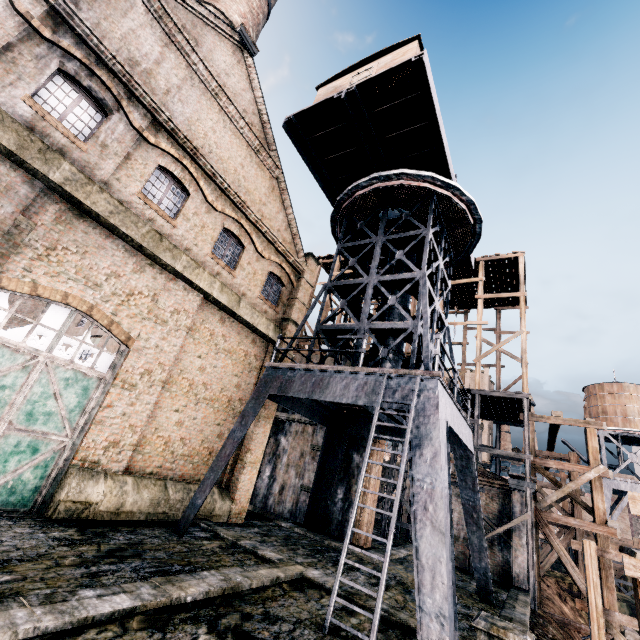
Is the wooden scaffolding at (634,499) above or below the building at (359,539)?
above

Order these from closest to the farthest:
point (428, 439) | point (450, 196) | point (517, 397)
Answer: point (428, 439), point (450, 196), point (517, 397)

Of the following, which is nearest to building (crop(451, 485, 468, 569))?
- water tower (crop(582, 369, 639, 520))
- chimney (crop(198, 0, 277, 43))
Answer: chimney (crop(198, 0, 277, 43))

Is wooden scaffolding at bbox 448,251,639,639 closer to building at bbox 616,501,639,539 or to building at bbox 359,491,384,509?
building at bbox 359,491,384,509

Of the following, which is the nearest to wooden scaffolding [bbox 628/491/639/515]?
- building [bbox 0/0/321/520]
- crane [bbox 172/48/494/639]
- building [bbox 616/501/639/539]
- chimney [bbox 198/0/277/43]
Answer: crane [bbox 172/48/494/639]

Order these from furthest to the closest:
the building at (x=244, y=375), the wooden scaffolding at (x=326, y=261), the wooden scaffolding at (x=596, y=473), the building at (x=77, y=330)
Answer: the building at (x=77, y=330) < the wooden scaffolding at (x=326, y=261) < the wooden scaffolding at (x=596, y=473) < the building at (x=244, y=375)

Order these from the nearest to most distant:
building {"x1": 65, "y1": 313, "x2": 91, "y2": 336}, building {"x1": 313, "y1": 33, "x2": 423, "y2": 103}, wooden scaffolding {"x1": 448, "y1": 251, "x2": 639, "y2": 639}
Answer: Answer: wooden scaffolding {"x1": 448, "y1": 251, "x2": 639, "y2": 639} < building {"x1": 313, "y1": 33, "x2": 423, "y2": 103} < building {"x1": 65, "y1": 313, "x2": 91, "y2": 336}

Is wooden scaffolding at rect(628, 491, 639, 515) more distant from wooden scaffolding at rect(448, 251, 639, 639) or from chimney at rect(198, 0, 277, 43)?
chimney at rect(198, 0, 277, 43)
